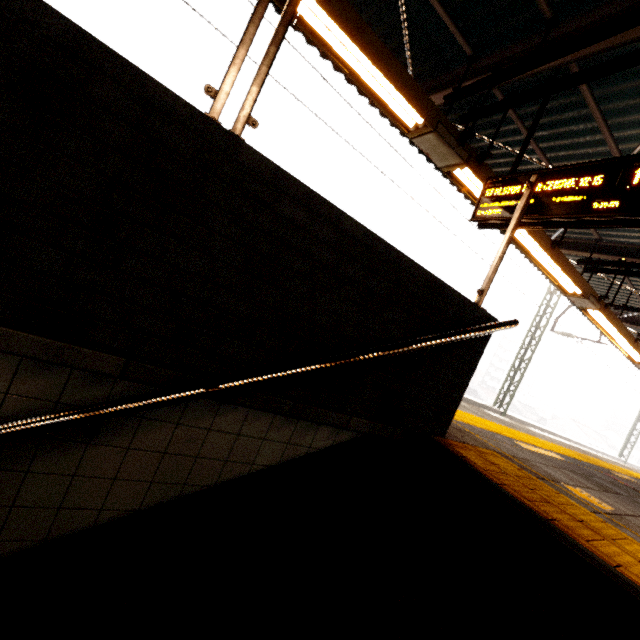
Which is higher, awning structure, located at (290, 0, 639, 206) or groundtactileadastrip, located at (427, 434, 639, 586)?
awning structure, located at (290, 0, 639, 206)

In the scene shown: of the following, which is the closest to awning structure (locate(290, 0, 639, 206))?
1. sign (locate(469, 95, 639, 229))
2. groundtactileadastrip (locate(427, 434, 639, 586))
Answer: sign (locate(469, 95, 639, 229))

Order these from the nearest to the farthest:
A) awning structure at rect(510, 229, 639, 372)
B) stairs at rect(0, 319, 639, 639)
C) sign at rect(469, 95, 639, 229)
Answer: stairs at rect(0, 319, 639, 639)
sign at rect(469, 95, 639, 229)
awning structure at rect(510, 229, 639, 372)

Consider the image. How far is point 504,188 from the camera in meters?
3.4

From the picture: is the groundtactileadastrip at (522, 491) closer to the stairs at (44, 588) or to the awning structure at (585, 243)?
the stairs at (44, 588)

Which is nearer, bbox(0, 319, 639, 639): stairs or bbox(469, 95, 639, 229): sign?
bbox(0, 319, 639, 639): stairs

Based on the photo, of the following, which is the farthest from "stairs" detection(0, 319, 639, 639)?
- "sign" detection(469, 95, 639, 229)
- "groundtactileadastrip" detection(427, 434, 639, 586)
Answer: "sign" detection(469, 95, 639, 229)
